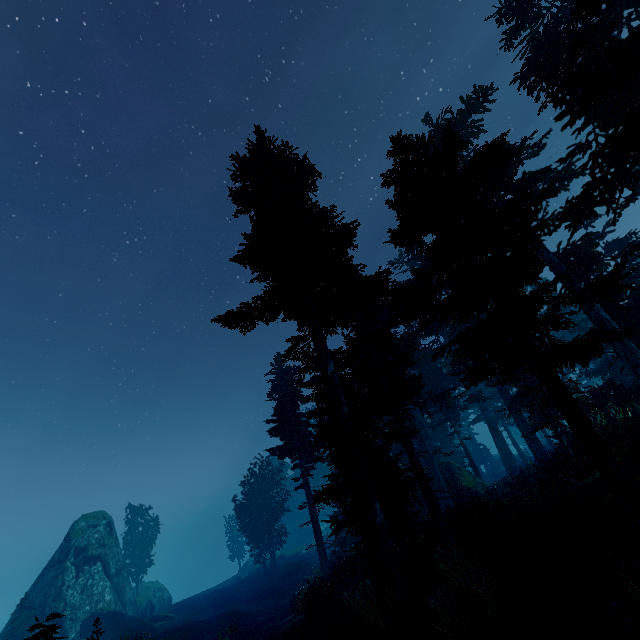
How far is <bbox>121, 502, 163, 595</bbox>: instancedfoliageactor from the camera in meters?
41.7

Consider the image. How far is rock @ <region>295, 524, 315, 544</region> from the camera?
57.2m

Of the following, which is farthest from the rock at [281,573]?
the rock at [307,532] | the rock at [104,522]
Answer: the rock at [307,532]

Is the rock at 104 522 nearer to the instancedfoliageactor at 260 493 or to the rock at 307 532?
the instancedfoliageactor at 260 493

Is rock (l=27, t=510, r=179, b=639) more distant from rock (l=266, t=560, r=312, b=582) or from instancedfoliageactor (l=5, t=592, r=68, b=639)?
rock (l=266, t=560, r=312, b=582)

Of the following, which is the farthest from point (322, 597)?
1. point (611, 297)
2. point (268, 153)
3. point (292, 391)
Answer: point (268, 153)

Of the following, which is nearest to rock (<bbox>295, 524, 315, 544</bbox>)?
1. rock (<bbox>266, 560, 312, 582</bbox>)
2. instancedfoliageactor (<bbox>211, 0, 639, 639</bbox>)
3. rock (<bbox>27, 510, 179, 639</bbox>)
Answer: instancedfoliageactor (<bbox>211, 0, 639, 639</bbox>)
